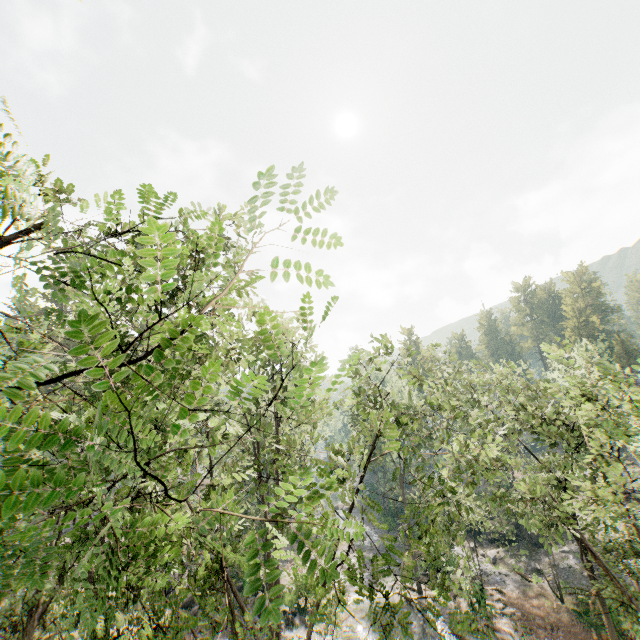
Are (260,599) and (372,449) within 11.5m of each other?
yes

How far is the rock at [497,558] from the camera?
32.99m

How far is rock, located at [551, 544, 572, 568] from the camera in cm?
3259

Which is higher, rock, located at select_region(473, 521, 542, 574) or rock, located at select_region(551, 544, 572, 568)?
rock, located at select_region(551, 544, 572, 568)

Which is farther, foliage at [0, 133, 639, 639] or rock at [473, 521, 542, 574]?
rock at [473, 521, 542, 574]
